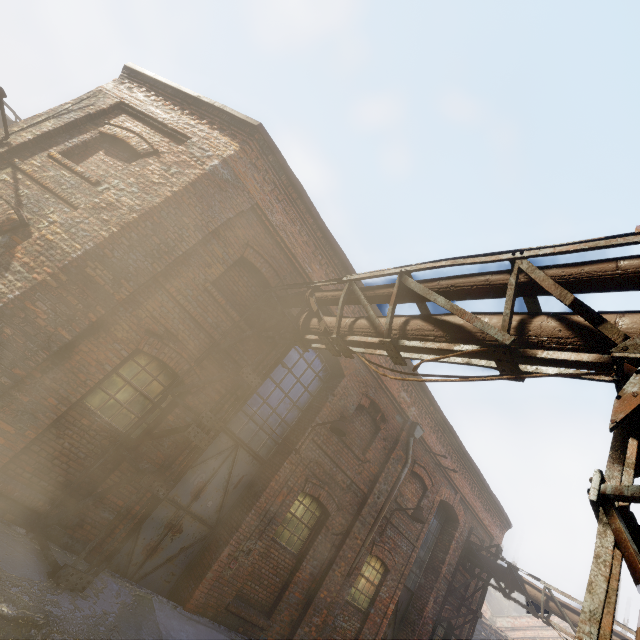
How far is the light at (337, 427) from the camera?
7.20m

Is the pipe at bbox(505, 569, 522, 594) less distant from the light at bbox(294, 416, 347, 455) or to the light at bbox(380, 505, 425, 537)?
the light at bbox(294, 416, 347, 455)

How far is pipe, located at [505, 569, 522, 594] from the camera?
10.9 meters

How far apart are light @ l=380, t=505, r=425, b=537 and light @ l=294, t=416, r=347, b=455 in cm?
385

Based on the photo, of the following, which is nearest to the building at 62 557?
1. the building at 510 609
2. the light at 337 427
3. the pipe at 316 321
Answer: the pipe at 316 321

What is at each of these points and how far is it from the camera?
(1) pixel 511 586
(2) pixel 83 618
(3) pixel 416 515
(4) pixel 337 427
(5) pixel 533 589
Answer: (1) pipe, 11.0m
(2) building, 4.1m
(3) light, 9.0m
(4) light, 7.2m
(5) pipe, 10.6m
